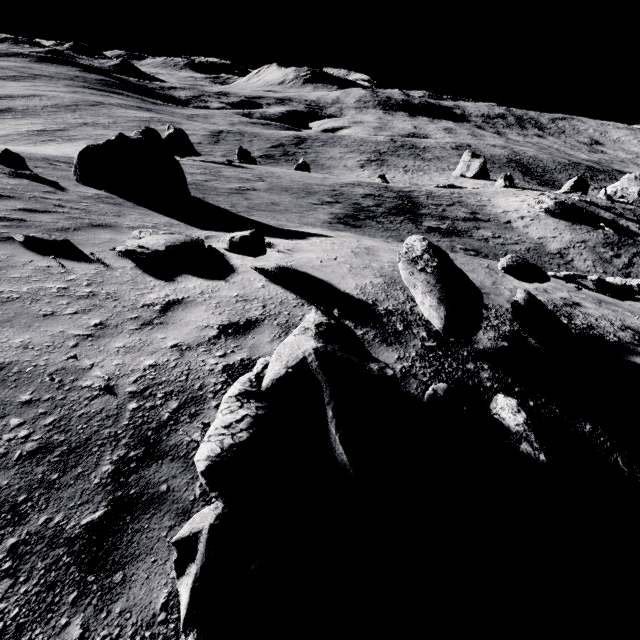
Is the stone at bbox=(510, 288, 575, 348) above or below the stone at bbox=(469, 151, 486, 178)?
above

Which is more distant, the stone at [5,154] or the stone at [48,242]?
the stone at [5,154]

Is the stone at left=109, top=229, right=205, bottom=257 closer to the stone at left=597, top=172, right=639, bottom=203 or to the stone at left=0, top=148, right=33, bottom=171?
the stone at left=0, top=148, right=33, bottom=171

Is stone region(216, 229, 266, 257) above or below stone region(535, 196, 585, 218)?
above

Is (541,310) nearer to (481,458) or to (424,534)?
(481,458)

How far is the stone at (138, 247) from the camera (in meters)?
5.40

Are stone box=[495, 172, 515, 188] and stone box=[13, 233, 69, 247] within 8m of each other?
no

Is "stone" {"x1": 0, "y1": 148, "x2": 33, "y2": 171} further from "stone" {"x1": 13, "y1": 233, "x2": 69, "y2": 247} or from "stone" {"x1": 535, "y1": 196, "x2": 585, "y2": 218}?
"stone" {"x1": 535, "y1": 196, "x2": 585, "y2": 218}
